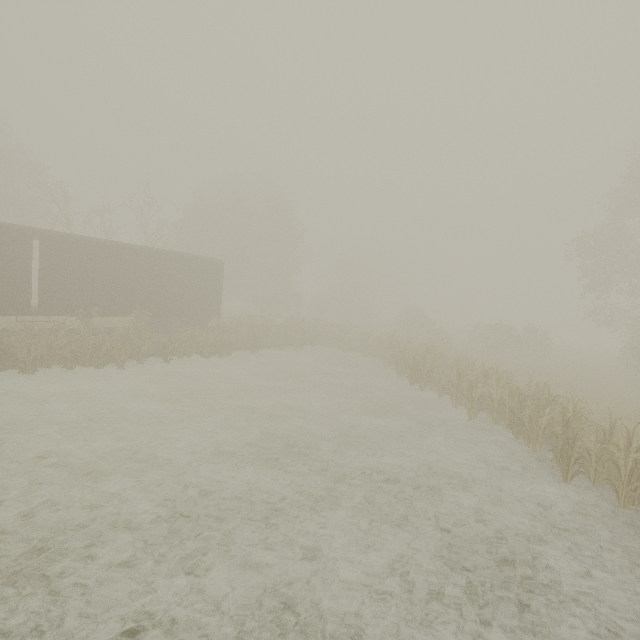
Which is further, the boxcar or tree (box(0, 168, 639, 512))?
the boxcar

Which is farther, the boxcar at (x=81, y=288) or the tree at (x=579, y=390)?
the boxcar at (x=81, y=288)

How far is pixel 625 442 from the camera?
7.27m

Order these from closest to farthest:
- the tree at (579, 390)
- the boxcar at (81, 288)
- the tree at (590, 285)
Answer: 1. the tree at (579, 390)
2. the boxcar at (81, 288)
3. the tree at (590, 285)

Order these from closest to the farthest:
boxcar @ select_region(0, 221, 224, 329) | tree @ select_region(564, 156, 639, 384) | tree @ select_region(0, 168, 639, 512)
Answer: tree @ select_region(0, 168, 639, 512) → boxcar @ select_region(0, 221, 224, 329) → tree @ select_region(564, 156, 639, 384)

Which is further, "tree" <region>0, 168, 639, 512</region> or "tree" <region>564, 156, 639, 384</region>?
"tree" <region>564, 156, 639, 384</region>
